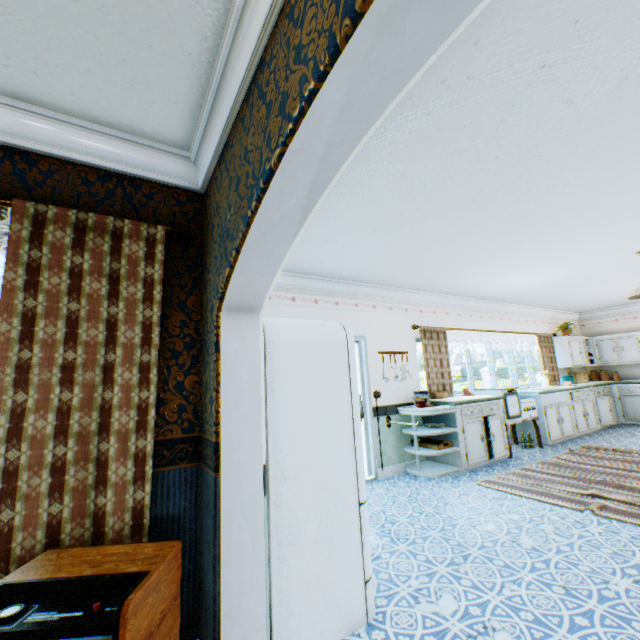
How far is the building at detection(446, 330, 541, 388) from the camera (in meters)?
6.94

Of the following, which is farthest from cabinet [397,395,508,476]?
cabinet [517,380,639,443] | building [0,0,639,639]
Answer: cabinet [517,380,639,443]

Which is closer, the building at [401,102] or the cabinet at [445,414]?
the building at [401,102]

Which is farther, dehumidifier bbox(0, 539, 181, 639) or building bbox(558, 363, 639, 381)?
building bbox(558, 363, 639, 381)

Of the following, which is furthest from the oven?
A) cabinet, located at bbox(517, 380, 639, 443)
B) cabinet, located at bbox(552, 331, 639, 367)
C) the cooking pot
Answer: cabinet, located at bbox(552, 331, 639, 367)

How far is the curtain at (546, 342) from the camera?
6.03m

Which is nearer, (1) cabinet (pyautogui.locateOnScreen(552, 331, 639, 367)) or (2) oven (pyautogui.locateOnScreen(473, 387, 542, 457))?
(2) oven (pyautogui.locateOnScreen(473, 387, 542, 457))

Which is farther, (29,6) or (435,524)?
(435,524)
